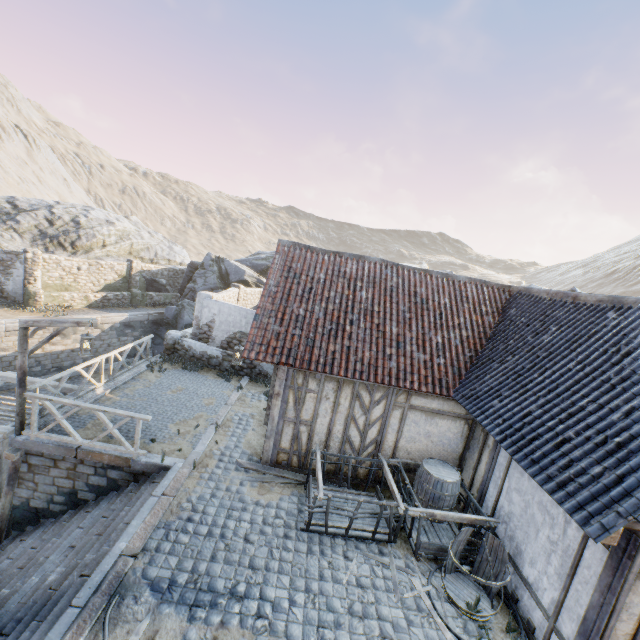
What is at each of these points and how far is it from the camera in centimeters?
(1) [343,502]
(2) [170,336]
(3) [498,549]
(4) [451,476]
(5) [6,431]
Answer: (1) wagon, 769cm
(2) stone column, 1461cm
(3) barrel, 606cm
(4) barrel, 767cm
(5) awning, 826cm

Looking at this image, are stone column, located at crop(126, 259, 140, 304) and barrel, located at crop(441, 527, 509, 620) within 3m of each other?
no

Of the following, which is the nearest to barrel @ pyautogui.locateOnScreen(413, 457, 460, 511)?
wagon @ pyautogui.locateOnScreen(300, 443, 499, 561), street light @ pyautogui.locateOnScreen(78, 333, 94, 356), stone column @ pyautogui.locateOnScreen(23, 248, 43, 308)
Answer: wagon @ pyautogui.locateOnScreen(300, 443, 499, 561)

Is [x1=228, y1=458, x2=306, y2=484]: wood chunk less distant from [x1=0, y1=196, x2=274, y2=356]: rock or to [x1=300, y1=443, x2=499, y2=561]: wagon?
[x1=300, y1=443, x2=499, y2=561]: wagon

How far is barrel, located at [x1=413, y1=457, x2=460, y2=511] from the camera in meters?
7.4 m

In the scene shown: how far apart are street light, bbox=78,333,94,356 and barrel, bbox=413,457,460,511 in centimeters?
902cm

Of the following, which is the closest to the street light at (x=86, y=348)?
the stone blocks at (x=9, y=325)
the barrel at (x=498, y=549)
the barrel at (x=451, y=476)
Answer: the stone blocks at (x=9, y=325)

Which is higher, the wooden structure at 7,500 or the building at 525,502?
the building at 525,502
